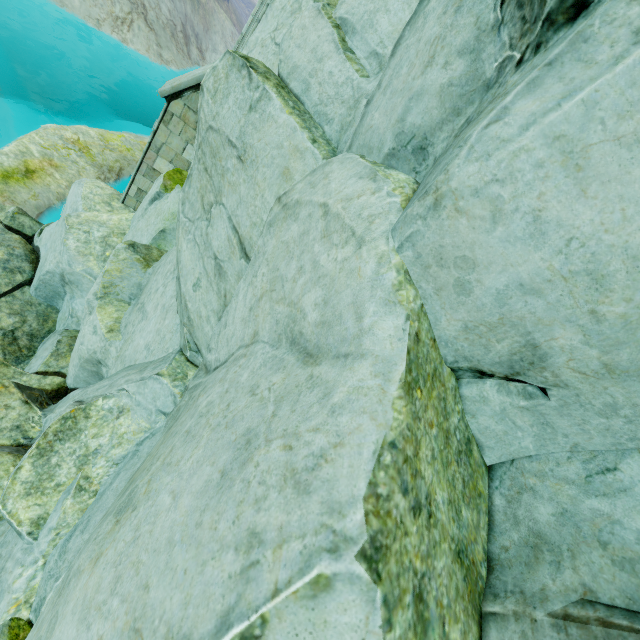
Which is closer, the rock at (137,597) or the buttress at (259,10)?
the rock at (137,597)

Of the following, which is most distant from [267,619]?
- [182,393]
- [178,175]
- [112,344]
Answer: [178,175]

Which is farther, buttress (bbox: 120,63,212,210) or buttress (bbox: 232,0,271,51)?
buttress (bbox: 120,63,212,210)

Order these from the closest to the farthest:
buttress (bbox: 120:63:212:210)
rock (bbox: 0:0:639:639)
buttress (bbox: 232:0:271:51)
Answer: rock (bbox: 0:0:639:639) < buttress (bbox: 232:0:271:51) < buttress (bbox: 120:63:212:210)

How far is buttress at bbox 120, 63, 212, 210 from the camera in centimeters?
750cm

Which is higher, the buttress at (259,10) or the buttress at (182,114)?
the buttress at (259,10)

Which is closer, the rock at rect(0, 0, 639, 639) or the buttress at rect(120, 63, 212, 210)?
the rock at rect(0, 0, 639, 639)
